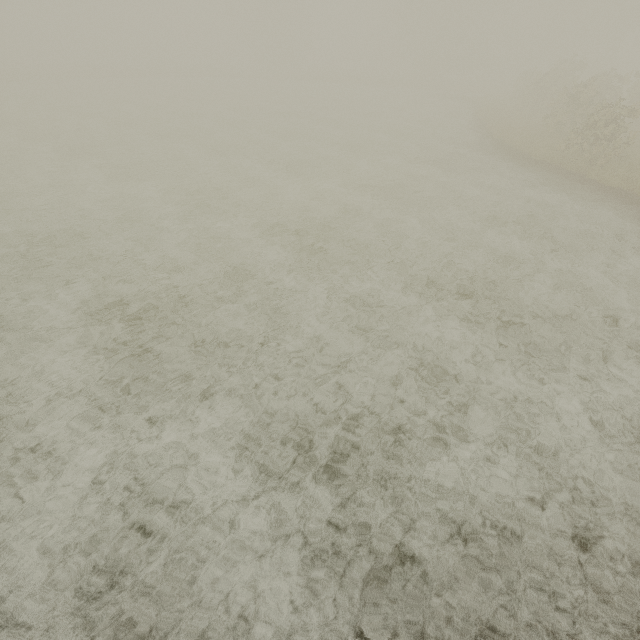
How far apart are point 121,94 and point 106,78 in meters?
14.8 m
